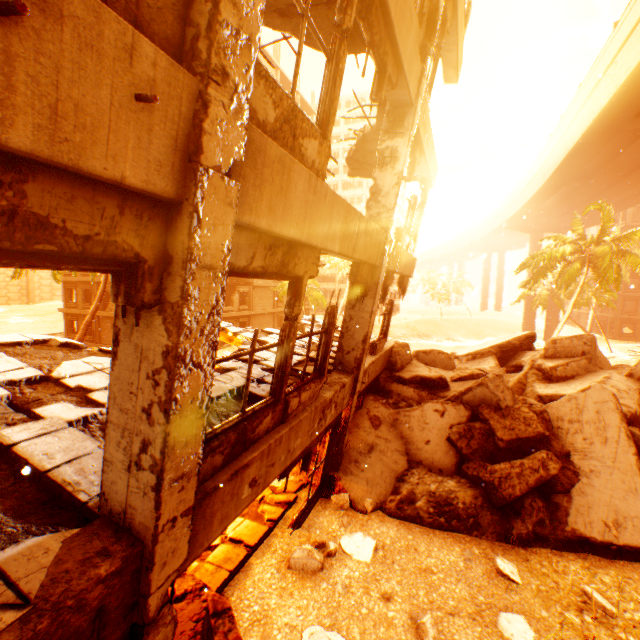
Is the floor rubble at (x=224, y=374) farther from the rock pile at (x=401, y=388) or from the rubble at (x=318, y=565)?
the rubble at (x=318, y=565)

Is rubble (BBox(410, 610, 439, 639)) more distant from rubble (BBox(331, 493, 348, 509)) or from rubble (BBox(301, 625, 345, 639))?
rubble (BBox(331, 493, 348, 509))

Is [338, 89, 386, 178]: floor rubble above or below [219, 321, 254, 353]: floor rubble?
above

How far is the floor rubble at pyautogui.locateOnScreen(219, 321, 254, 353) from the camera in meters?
7.7

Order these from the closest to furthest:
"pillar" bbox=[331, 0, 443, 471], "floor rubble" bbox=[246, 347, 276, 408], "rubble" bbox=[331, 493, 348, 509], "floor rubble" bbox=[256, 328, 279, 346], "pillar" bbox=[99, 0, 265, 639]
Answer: "pillar" bbox=[99, 0, 265, 639], "floor rubble" bbox=[246, 347, 276, 408], "pillar" bbox=[331, 0, 443, 471], "rubble" bbox=[331, 493, 348, 509], "floor rubble" bbox=[256, 328, 279, 346]

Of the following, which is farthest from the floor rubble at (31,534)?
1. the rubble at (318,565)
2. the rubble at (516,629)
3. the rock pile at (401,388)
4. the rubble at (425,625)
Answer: the rubble at (516,629)

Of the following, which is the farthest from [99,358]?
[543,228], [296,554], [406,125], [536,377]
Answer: [543,228]
